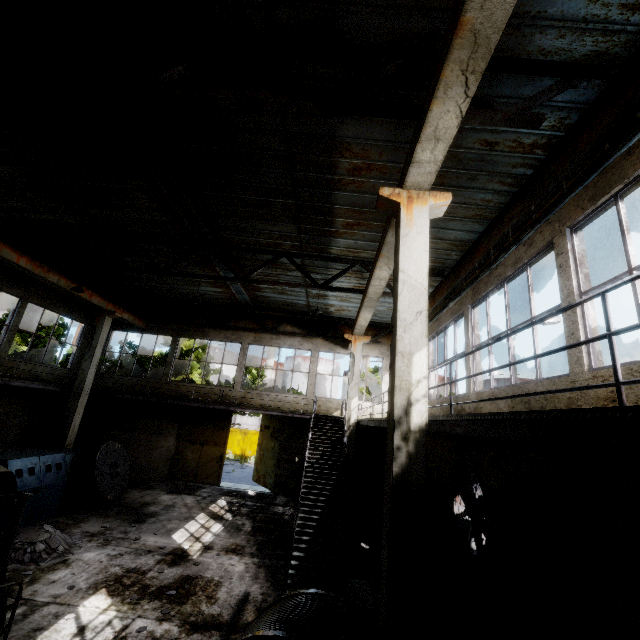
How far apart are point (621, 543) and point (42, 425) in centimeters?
2158cm

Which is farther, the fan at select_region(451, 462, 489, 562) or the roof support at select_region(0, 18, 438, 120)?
the fan at select_region(451, 462, 489, 562)

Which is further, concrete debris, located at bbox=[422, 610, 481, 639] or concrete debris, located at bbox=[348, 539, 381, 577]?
concrete debris, located at bbox=[348, 539, 381, 577]

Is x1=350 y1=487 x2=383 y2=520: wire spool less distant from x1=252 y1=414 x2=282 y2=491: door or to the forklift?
x1=252 y1=414 x2=282 y2=491: door

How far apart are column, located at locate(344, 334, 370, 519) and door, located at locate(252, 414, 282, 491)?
4.5m

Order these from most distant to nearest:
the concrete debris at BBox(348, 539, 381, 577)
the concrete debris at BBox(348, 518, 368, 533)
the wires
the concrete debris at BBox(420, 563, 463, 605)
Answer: the concrete debris at BBox(348, 518, 368, 533)
the concrete debris at BBox(348, 539, 381, 577)
the concrete debris at BBox(420, 563, 463, 605)
the wires

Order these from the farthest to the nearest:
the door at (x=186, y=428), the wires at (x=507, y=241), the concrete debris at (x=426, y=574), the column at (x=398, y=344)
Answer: the door at (x=186, y=428)
the concrete debris at (x=426, y=574)
the wires at (x=507, y=241)
the column at (x=398, y=344)

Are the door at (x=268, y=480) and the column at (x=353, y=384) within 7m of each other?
yes
